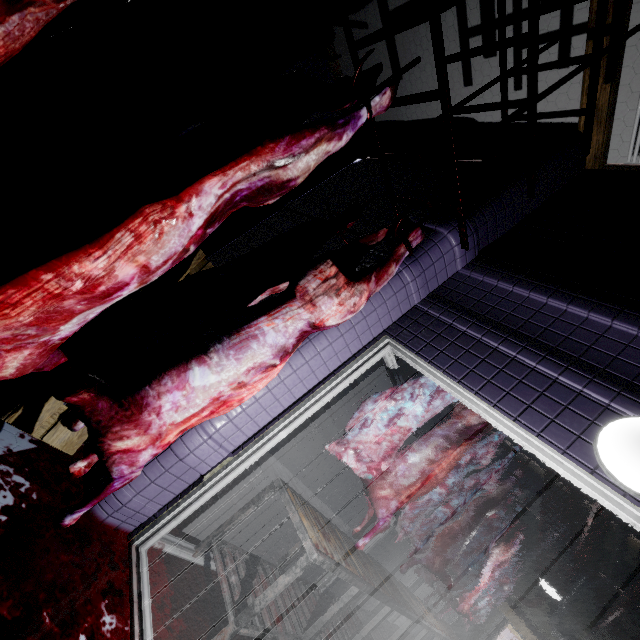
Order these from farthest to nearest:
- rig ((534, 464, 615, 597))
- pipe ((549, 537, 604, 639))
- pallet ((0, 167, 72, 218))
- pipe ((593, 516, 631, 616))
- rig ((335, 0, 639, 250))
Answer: pipe ((549, 537, 604, 639)) → pipe ((593, 516, 631, 616)) → rig ((534, 464, 615, 597)) → pallet ((0, 167, 72, 218)) → rig ((335, 0, 639, 250))

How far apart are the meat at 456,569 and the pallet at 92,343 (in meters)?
2.77

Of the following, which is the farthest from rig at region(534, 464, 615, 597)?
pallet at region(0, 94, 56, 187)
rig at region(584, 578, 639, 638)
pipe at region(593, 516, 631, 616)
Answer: pallet at region(0, 94, 56, 187)

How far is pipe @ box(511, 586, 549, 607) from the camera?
7.4m

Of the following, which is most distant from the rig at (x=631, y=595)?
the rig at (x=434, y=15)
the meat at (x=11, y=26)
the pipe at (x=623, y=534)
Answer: the meat at (x=11, y=26)

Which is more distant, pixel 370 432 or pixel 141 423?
pixel 370 432

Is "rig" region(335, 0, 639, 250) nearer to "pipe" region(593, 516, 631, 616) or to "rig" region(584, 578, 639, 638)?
"pipe" region(593, 516, 631, 616)

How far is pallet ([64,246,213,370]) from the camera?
1.82m
